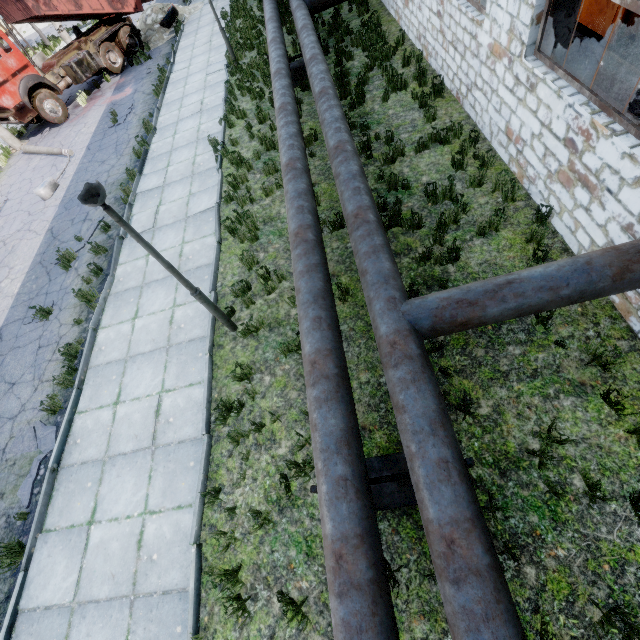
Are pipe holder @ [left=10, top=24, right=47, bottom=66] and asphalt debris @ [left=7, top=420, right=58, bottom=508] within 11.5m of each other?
no

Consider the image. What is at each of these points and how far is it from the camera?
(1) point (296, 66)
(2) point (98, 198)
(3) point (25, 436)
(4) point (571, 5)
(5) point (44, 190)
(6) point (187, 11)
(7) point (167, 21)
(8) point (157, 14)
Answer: (1) pipe holder, 10.43m
(2) lamp post, 3.60m
(3) asphalt debris, 6.42m
(4) column beam, 5.19m
(5) lamp post, 11.66m
(6) concrete debris, 19.19m
(7) wire roll, 18.17m
(8) concrete debris, 18.48m

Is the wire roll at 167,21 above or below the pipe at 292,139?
below

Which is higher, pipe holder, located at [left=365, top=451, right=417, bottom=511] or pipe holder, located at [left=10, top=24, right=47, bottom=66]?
pipe holder, located at [left=365, top=451, right=417, bottom=511]

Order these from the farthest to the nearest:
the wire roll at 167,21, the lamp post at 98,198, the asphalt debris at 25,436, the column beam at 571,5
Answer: the wire roll at 167,21 → the asphalt debris at 25,436 → the column beam at 571,5 → the lamp post at 98,198

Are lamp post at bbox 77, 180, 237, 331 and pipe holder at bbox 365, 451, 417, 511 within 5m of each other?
yes

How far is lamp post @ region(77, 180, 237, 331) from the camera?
3.7 meters

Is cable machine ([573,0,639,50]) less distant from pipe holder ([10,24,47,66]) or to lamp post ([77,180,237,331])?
lamp post ([77,180,237,331])
